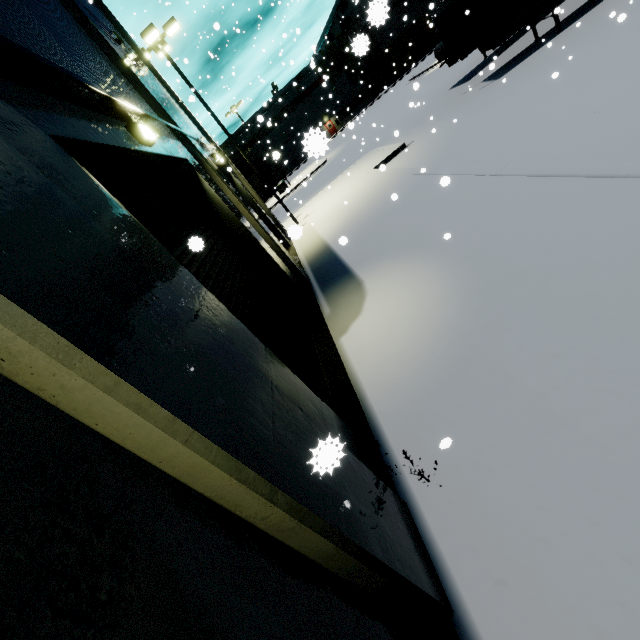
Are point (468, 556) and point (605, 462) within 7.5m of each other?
yes

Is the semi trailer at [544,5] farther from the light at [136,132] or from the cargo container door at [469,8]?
the light at [136,132]

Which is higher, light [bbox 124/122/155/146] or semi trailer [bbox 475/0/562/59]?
light [bbox 124/122/155/146]

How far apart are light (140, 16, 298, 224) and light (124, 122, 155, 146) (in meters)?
12.51

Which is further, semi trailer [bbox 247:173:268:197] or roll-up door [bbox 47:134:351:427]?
semi trailer [bbox 247:173:268:197]

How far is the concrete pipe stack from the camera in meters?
18.3 m

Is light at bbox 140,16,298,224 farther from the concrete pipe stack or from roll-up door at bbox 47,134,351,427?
the concrete pipe stack

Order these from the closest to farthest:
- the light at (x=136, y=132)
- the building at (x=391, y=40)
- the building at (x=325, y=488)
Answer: the building at (x=325, y=488), the light at (x=136, y=132), the building at (x=391, y=40)
